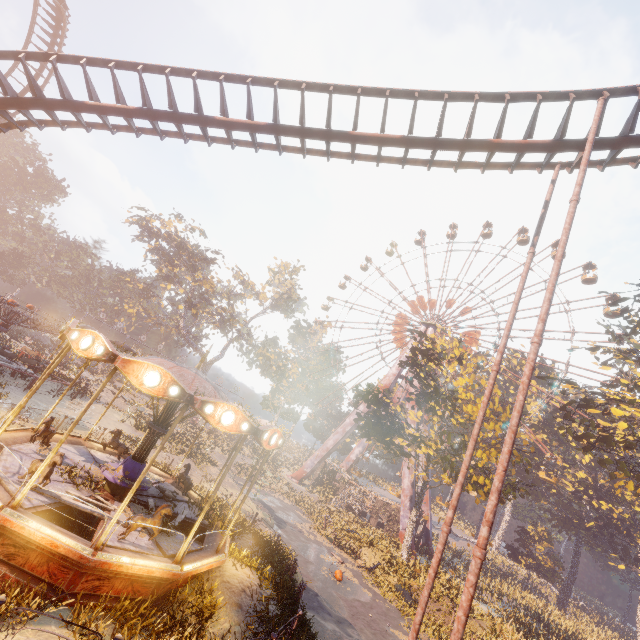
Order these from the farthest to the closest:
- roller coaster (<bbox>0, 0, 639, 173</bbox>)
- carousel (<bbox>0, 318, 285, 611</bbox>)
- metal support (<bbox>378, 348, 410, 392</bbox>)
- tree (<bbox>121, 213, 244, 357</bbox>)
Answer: tree (<bbox>121, 213, 244, 357</bbox>) < metal support (<bbox>378, 348, 410, 392</bbox>) < roller coaster (<bbox>0, 0, 639, 173</bbox>) < carousel (<bbox>0, 318, 285, 611</bbox>)

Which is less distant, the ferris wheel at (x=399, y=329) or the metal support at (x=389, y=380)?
the metal support at (x=389, y=380)

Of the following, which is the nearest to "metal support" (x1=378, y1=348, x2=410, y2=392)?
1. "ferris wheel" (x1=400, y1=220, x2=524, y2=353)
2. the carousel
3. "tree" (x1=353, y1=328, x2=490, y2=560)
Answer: → "ferris wheel" (x1=400, y1=220, x2=524, y2=353)

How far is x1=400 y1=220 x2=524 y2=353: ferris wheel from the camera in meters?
44.3 m

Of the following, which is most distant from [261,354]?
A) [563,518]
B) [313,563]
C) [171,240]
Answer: [563,518]

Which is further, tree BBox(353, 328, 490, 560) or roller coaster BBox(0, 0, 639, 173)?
tree BBox(353, 328, 490, 560)

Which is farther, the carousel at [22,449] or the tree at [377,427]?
the tree at [377,427]

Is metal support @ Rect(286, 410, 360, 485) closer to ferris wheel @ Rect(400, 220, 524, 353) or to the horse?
ferris wheel @ Rect(400, 220, 524, 353)
